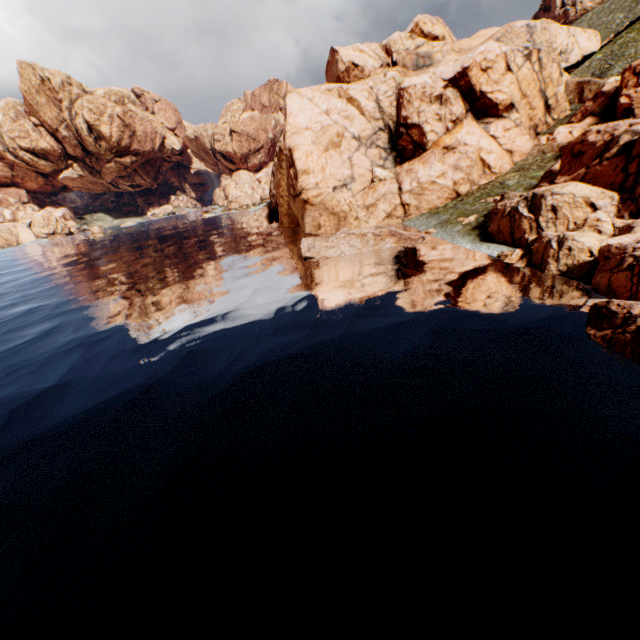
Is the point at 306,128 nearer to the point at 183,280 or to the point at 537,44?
the point at 183,280
